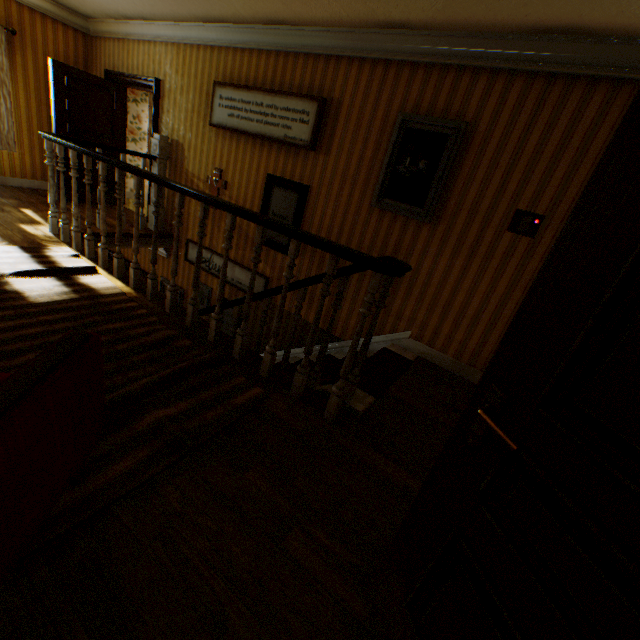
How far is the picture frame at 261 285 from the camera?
5.0m

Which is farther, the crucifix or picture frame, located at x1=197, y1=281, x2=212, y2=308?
picture frame, located at x1=197, y1=281, x2=212, y2=308

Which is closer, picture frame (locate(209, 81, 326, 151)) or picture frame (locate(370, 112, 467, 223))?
picture frame (locate(370, 112, 467, 223))

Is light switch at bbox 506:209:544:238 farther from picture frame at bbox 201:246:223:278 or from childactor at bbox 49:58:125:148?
childactor at bbox 49:58:125:148

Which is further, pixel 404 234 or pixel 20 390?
pixel 404 234

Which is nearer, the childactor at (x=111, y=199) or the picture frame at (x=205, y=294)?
the picture frame at (x=205, y=294)

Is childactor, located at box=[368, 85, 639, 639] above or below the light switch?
below

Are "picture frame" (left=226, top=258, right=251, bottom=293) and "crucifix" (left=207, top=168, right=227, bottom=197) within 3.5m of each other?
yes
